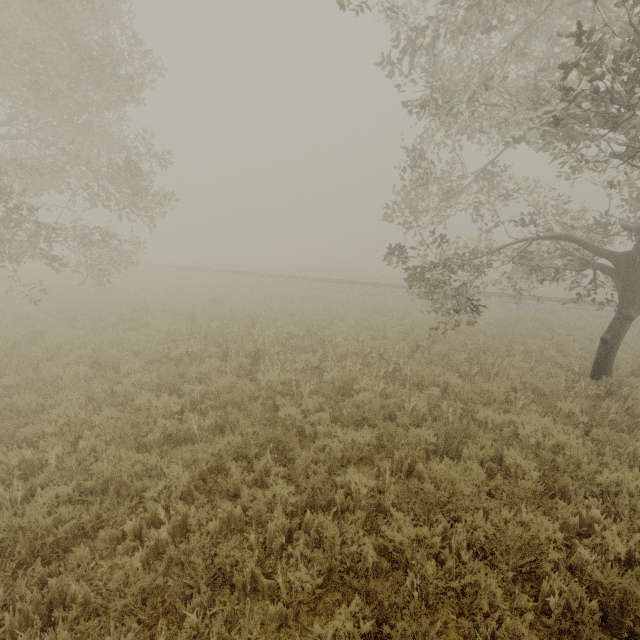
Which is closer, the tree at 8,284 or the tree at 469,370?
the tree at 469,370

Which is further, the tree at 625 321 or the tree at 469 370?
the tree at 469 370

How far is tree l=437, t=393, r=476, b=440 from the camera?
5.79m

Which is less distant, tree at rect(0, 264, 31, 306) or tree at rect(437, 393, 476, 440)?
tree at rect(437, 393, 476, 440)

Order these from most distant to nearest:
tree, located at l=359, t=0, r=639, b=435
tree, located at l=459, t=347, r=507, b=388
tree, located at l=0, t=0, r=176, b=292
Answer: tree, located at l=0, t=0, r=176, b=292
tree, located at l=459, t=347, r=507, b=388
tree, located at l=359, t=0, r=639, b=435

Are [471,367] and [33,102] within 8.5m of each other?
no
